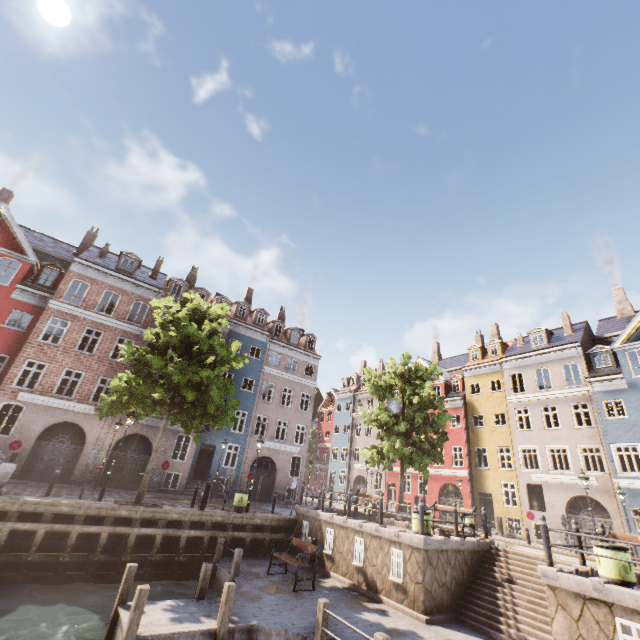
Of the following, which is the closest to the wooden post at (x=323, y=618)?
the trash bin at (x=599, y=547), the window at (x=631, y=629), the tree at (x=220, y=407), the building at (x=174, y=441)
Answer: the window at (x=631, y=629)

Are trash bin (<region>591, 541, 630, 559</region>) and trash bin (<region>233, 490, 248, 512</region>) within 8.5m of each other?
no

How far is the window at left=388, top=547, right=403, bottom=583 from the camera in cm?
1108

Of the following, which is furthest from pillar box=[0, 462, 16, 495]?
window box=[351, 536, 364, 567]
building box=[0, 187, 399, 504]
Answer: window box=[351, 536, 364, 567]

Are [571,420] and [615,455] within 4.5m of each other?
yes

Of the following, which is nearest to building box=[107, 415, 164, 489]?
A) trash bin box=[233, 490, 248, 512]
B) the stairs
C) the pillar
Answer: trash bin box=[233, 490, 248, 512]

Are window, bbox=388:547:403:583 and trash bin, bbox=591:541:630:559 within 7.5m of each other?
yes

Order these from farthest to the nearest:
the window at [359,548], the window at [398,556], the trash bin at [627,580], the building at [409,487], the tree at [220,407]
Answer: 1. the building at [409,487]
2. the tree at [220,407]
3. the window at [359,548]
4. the window at [398,556]
5. the trash bin at [627,580]
